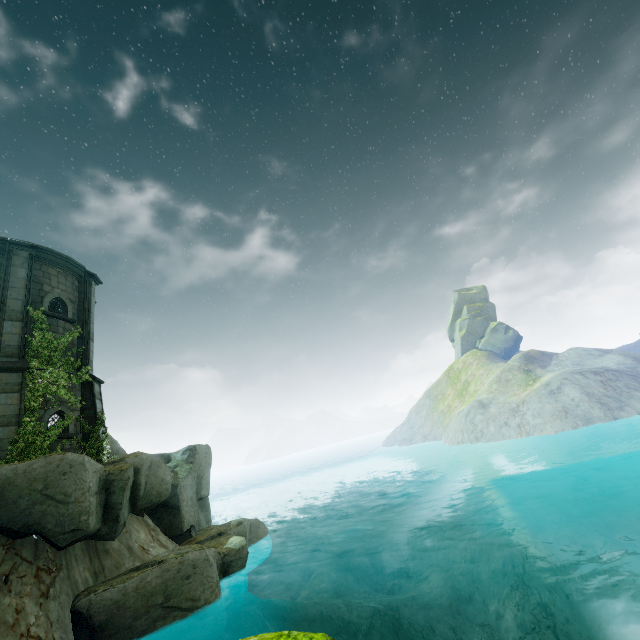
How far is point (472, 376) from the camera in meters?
50.6 m

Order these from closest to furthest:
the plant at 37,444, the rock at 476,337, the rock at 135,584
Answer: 1. the rock at 135,584
2. the plant at 37,444
3. the rock at 476,337

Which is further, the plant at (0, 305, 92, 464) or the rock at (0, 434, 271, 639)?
the plant at (0, 305, 92, 464)

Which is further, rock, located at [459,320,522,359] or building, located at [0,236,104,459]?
rock, located at [459,320,522,359]

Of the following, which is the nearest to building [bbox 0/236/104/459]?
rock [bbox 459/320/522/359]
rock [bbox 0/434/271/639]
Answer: rock [bbox 0/434/271/639]

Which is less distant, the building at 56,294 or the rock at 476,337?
the building at 56,294

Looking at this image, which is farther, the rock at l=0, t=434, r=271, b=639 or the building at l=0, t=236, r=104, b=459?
the building at l=0, t=236, r=104, b=459

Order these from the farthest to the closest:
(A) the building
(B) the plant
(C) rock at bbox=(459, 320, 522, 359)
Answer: (C) rock at bbox=(459, 320, 522, 359)
(A) the building
(B) the plant
